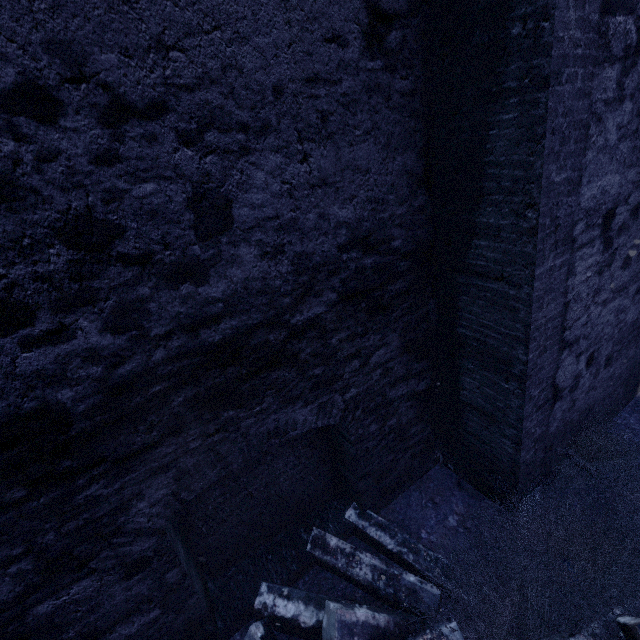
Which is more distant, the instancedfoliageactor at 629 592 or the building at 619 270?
the instancedfoliageactor at 629 592

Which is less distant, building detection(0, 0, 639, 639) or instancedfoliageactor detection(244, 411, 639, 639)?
building detection(0, 0, 639, 639)

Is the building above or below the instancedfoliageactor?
above

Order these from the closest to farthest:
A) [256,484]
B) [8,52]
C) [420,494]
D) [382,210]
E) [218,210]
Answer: [8,52]
[218,210]
[382,210]
[256,484]
[420,494]

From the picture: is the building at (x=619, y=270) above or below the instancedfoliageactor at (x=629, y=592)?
above
